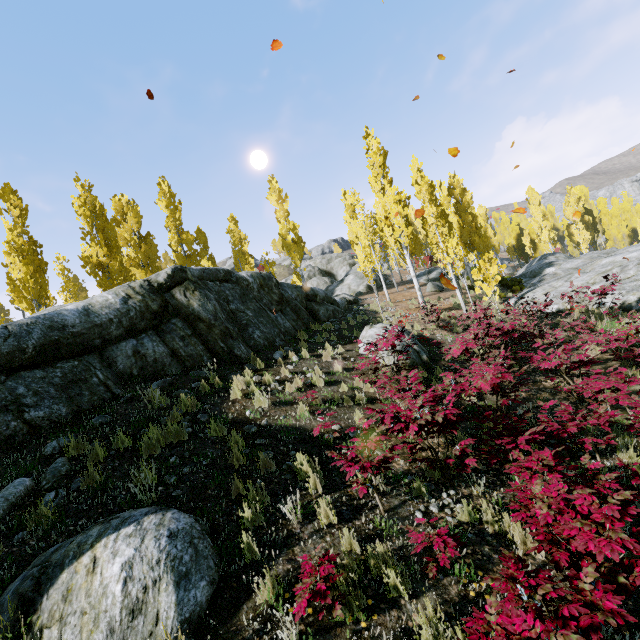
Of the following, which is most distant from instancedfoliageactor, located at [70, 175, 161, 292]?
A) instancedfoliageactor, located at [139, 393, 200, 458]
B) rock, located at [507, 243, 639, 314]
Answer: instancedfoliageactor, located at [139, 393, 200, 458]

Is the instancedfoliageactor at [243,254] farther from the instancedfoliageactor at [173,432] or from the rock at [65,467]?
the instancedfoliageactor at [173,432]

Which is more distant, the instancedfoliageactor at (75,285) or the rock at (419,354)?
the instancedfoliageactor at (75,285)

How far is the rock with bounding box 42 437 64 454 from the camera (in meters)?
5.30

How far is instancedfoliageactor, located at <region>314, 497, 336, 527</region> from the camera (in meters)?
4.39

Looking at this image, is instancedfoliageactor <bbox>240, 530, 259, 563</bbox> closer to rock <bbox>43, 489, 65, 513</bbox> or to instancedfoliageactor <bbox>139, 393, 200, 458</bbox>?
rock <bbox>43, 489, 65, 513</bbox>

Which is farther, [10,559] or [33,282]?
[33,282]

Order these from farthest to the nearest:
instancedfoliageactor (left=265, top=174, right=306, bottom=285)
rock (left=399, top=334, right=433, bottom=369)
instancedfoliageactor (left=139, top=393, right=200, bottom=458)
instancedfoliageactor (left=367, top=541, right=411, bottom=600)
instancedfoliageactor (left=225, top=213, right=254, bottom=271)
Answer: instancedfoliageactor (left=265, top=174, right=306, bottom=285) < instancedfoliageactor (left=225, top=213, right=254, bottom=271) < rock (left=399, top=334, right=433, bottom=369) < instancedfoliageactor (left=139, top=393, right=200, bottom=458) < instancedfoliageactor (left=367, top=541, right=411, bottom=600)
